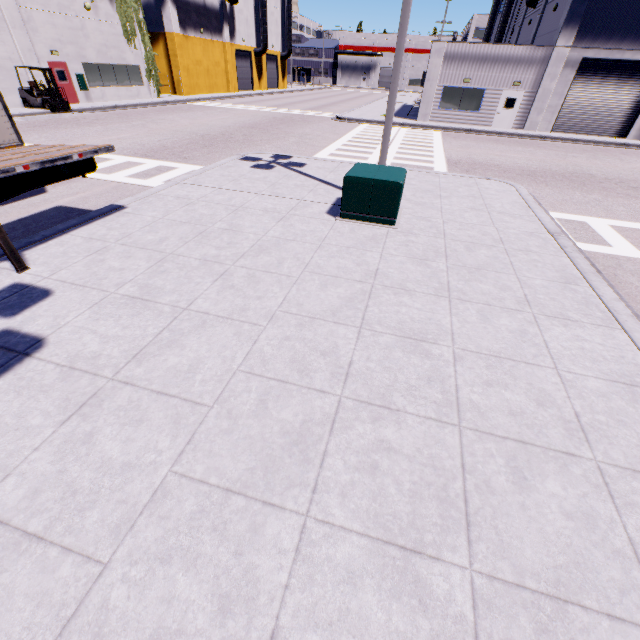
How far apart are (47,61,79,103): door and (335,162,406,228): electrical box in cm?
2616

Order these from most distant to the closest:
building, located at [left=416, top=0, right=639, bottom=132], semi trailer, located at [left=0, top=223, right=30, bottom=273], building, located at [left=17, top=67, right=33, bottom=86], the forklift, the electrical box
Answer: building, located at [left=416, top=0, right=639, bottom=132], building, located at [left=17, top=67, right=33, bottom=86], the forklift, the electrical box, semi trailer, located at [left=0, top=223, right=30, bottom=273]

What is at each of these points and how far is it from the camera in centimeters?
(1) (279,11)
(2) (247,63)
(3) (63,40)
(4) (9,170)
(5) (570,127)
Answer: (1) building, 4997cm
(2) roll-up door, 4494cm
(3) building, 2177cm
(4) semi trailer, 478cm
(5) roll-up door, 2409cm

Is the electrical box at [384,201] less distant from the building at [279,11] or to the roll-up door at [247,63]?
the building at [279,11]

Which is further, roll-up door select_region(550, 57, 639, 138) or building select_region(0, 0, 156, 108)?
roll-up door select_region(550, 57, 639, 138)

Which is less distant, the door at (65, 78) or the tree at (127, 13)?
the door at (65, 78)

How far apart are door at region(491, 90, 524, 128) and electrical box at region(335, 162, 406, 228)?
23.4 meters

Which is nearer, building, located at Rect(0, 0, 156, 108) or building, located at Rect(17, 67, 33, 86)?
building, located at Rect(0, 0, 156, 108)
